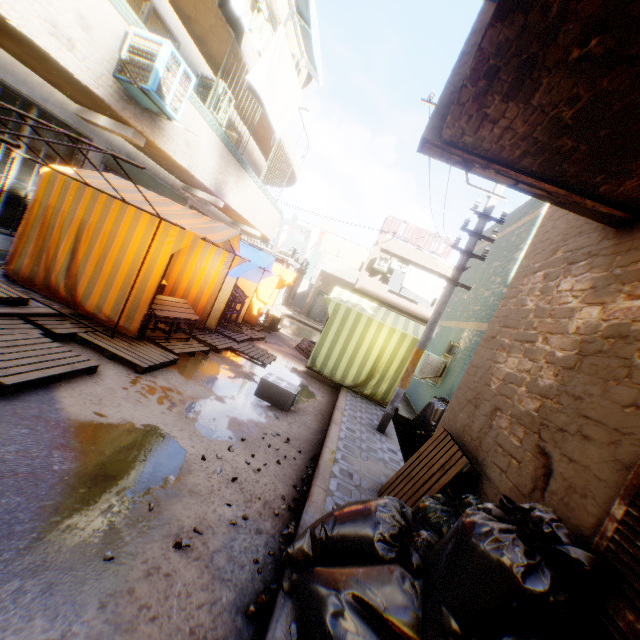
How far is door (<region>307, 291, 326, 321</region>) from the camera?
27.0 meters

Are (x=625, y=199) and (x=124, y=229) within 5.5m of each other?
no

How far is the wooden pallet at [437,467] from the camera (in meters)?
3.14

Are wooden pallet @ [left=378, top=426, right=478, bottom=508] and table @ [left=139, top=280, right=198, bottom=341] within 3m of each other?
no

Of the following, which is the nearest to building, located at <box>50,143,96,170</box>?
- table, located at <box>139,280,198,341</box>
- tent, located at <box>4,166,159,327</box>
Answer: tent, located at <box>4,166,159,327</box>

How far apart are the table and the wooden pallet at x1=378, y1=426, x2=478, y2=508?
3.8m

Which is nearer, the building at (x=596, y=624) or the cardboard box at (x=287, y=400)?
the building at (x=596, y=624)

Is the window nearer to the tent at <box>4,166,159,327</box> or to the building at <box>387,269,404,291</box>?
the building at <box>387,269,404,291</box>
